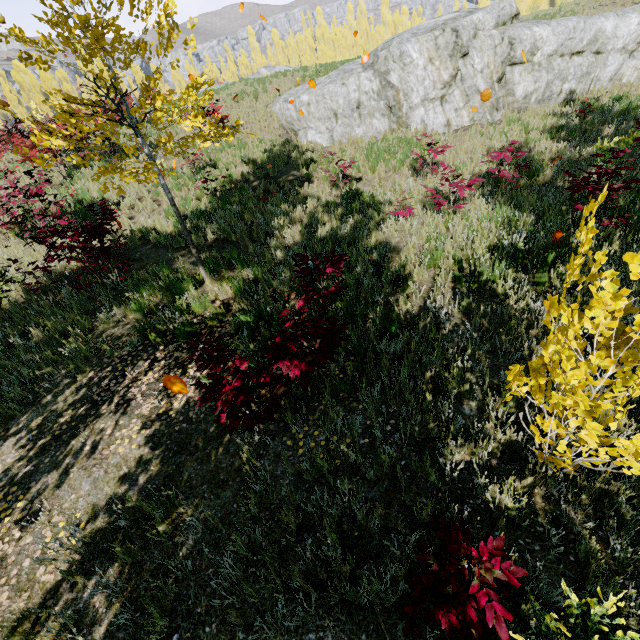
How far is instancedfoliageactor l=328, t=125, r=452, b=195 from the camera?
8.80m

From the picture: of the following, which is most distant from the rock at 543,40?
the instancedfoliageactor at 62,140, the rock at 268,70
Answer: the rock at 268,70

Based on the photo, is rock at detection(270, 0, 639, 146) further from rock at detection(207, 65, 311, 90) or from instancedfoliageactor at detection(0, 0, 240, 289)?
rock at detection(207, 65, 311, 90)

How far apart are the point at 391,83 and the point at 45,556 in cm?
1578

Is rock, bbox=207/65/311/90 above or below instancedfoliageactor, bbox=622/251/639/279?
above

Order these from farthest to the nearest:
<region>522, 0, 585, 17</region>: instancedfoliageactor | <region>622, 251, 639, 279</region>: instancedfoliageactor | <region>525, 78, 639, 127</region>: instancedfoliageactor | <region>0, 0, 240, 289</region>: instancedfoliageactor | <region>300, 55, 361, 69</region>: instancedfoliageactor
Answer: <region>522, 0, 585, 17</region>: instancedfoliageactor, <region>300, 55, 361, 69</region>: instancedfoliageactor, <region>525, 78, 639, 127</region>: instancedfoliageactor, <region>0, 0, 240, 289</region>: instancedfoliageactor, <region>622, 251, 639, 279</region>: instancedfoliageactor

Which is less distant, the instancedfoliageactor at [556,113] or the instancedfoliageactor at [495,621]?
the instancedfoliageactor at [495,621]

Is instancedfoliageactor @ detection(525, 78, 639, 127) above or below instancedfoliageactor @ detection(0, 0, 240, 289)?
below
